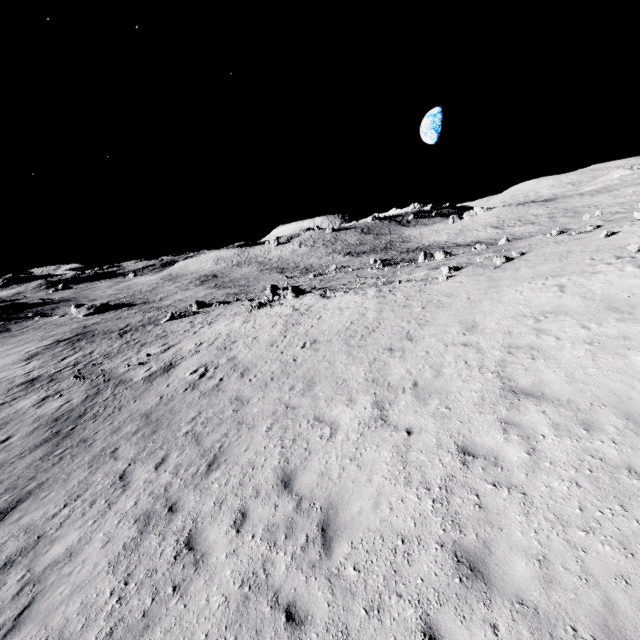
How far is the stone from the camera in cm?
3103

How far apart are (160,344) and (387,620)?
25.9 meters

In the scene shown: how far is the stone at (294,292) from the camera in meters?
31.0
